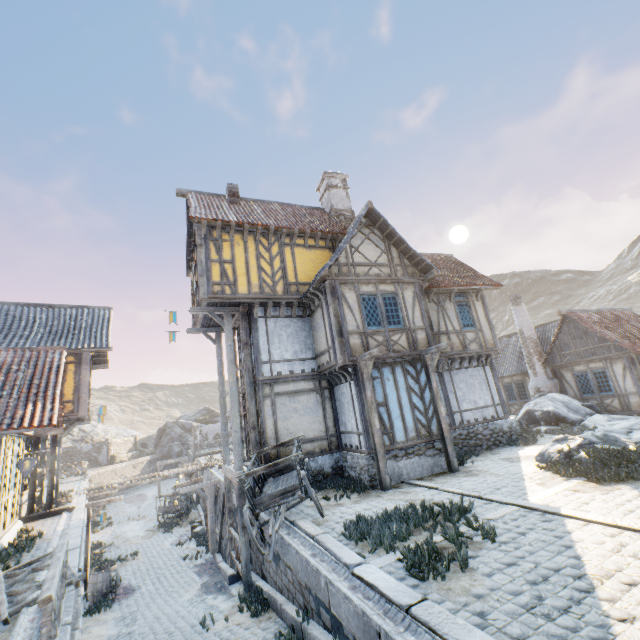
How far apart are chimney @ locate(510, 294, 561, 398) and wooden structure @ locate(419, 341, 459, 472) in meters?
12.5

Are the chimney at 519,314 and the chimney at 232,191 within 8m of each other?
no

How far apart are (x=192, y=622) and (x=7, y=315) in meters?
15.8 m

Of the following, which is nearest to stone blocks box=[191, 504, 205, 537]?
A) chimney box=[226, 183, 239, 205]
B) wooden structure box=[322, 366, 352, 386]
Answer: wooden structure box=[322, 366, 352, 386]

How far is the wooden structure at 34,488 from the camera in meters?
13.4 m

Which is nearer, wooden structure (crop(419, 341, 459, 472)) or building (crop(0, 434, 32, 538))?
building (crop(0, 434, 32, 538))

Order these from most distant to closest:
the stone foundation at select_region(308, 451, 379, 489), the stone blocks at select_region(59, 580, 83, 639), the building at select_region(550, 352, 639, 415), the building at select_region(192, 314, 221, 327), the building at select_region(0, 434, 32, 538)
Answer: the building at select_region(550, 352, 639, 415) < the building at select_region(192, 314, 221, 327) < the stone foundation at select_region(308, 451, 379, 489) < the building at select_region(0, 434, 32, 538) < the stone blocks at select_region(59, 580, 83, 639)

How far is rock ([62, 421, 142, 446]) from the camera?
44.9 meters
